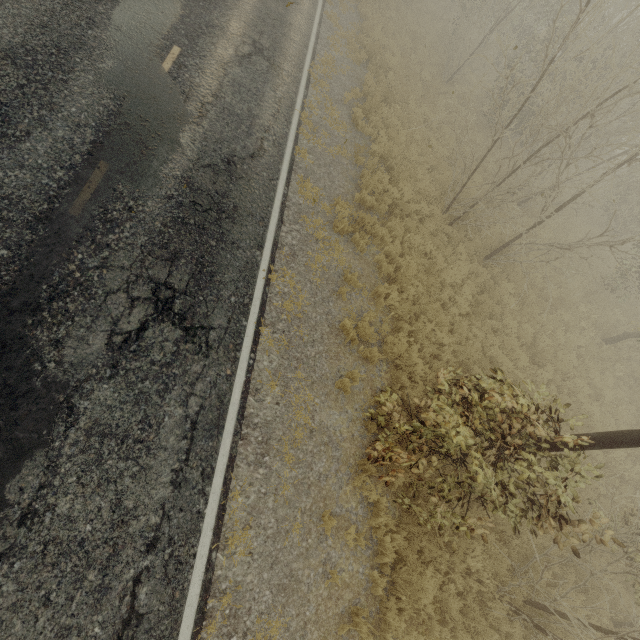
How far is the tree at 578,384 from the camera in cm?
1103

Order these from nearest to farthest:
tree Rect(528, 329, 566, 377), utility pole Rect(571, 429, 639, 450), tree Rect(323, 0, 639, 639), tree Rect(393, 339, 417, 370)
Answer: utility pole Rect(571, 429, 639, 450), tree Rect(323, 0, 639, 639), tree Rect(393, 339, 417, 370), tree Rect(528, 329, 566, 377)

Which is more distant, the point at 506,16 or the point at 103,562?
the point at 506,16

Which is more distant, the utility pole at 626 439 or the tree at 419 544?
the tree at 419 544

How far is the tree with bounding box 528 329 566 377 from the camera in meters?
10.8 m

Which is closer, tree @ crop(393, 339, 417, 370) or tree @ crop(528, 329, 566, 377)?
tree @ crop(393, 339, 417, 370)
